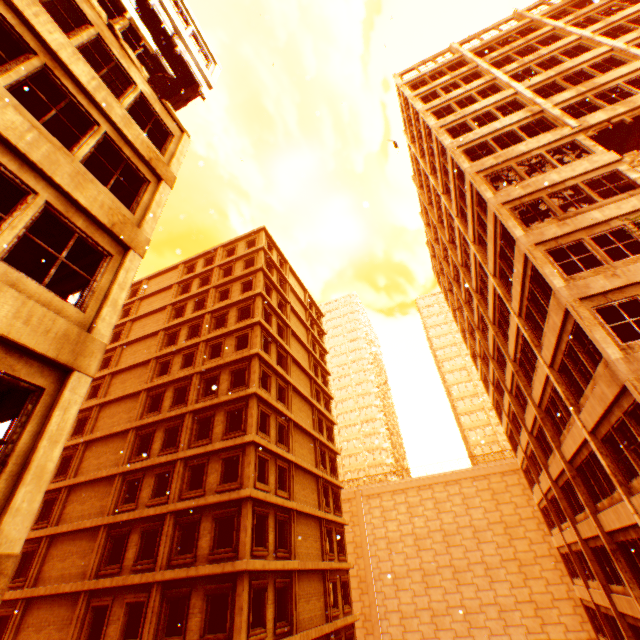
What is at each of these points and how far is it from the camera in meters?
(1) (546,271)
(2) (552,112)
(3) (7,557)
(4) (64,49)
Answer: (1) pillar, 11.9 m
(2) pillar, 16.8 m
(3) wall corner piece, 3.6 m
(4) wall corner piece, 6.9 m

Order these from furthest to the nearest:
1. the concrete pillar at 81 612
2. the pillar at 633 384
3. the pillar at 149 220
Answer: the concrete pillar at 81 612
the pillar at 633 384
the pillar at 149 220

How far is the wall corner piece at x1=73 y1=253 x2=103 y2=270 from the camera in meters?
7.1

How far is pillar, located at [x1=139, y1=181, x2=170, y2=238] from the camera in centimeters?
756cm

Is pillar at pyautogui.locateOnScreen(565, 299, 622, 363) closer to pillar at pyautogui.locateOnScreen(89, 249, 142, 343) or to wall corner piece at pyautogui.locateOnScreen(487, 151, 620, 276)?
wall corner piece at pyautogui.locateOnScreen(487, 151, 620, 276)

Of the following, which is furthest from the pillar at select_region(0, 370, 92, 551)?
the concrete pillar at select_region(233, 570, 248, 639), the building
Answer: the building

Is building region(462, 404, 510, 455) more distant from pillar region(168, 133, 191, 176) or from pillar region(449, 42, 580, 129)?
pillar region(168, 133, 191, 176)

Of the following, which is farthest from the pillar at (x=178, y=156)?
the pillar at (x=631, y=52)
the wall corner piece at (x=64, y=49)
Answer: the pillar at (x=631, y=52)
